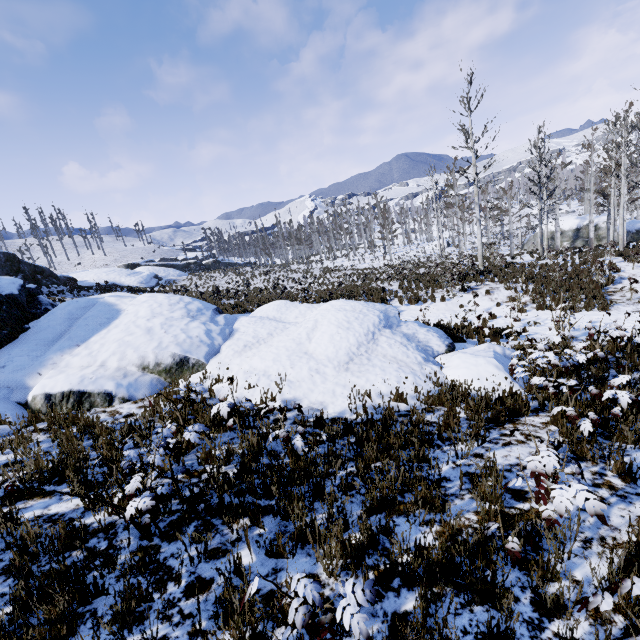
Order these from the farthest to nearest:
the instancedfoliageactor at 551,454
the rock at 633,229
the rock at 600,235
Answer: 1. the rock at 600,235
2. the rock at 633,229
3. the instancedfoliageactor at 551,454

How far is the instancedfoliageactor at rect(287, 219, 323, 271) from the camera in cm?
4479

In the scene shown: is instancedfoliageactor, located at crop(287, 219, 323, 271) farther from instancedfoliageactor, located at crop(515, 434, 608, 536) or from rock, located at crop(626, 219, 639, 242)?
instancedfoliageactor, located at crop(515, 434, 608, 536)

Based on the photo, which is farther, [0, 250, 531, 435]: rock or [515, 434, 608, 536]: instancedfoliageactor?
[0, 250, 531, 435]: rock

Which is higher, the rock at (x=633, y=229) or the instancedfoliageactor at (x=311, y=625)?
the instancedfoliageactor at (x=311, y=625)

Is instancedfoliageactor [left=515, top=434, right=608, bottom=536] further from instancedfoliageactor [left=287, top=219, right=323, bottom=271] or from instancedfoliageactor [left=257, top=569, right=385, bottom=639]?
instancedfoliageactor [left=287, top=219, right=323, bottom=271]

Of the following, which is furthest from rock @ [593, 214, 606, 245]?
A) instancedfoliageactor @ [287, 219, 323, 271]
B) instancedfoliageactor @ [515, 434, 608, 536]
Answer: instancedfoliageactor @ [515, 434, 608, 536]

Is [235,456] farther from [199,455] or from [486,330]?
[486,330]
